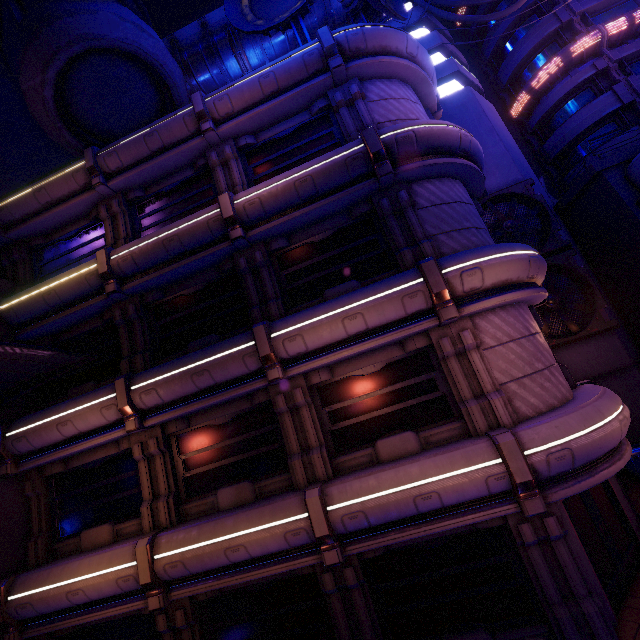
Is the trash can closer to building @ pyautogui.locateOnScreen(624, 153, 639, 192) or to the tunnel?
building @ pyautogui.locateOnScreen(624, 153, 639, 192)

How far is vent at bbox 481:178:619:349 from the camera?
14.8m

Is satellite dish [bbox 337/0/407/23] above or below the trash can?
above

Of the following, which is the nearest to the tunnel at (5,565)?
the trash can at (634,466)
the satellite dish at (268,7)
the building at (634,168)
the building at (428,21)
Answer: the satellite dish at (268,7)

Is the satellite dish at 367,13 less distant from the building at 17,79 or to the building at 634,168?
the building at 17,79

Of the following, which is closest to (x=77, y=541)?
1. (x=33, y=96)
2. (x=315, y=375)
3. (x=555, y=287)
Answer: (x=315, y=375)

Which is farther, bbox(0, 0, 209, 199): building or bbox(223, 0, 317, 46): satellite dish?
bbox(223, 0, 317, 46): satellite dish

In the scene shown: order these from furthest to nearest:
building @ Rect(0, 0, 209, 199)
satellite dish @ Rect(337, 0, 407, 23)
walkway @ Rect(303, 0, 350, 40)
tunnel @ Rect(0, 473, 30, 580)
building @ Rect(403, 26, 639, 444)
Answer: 1. walkway @ Rect(303, 0, 350, 40)
2. building @ Rect(403, 26, 639, 444)
3. satellite dish @ Rect(337, 0, 407, 23)
4. building @ Rect(0, 0, 209, 199)
5. tunnel @ Rect(0, 473, 30, 580)
